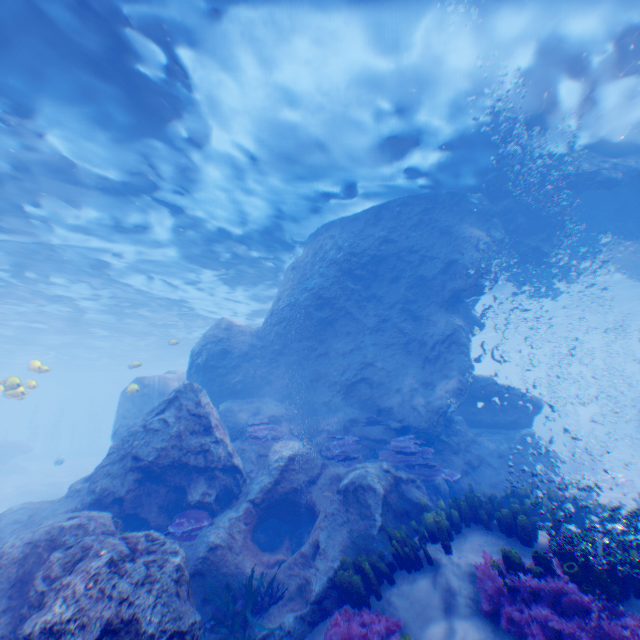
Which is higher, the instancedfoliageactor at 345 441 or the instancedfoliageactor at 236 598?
the instancedfoliageactor at 345 441

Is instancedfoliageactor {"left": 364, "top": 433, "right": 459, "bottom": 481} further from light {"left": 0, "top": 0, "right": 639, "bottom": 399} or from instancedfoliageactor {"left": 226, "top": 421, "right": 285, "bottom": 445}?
light {"left": 0, "top": 0, "right": 639, "bottom": 399}

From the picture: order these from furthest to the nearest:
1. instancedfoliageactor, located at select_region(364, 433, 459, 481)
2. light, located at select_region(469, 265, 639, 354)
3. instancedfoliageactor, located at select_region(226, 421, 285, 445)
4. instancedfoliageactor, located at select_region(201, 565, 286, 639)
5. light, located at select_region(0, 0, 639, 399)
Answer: light, located at select_region(469, 265, 639, 354) → instancedfoliageactor, located at select_region(226, 421, 285, 445) → instancedfoliageactor, located at select_region(364, 433, 459, 481) → light, located at select_region(0, 0, 639, 399) → instancedfoliageactor, located at select_region(201, 565, 286, 639)

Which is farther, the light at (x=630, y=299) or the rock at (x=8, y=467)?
the rock at (x=8, y=467)

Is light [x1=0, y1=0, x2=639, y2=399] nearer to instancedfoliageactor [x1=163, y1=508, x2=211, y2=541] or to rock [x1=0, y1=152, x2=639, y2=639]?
rock [x1=0, y1=152, x2=639, y2=639]

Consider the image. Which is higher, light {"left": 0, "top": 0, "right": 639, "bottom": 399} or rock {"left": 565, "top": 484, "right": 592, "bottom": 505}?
light {"left": 0, "top": 0, "right": 639, "bottom": 399}

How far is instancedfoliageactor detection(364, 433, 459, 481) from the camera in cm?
938

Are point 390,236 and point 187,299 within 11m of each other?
no
